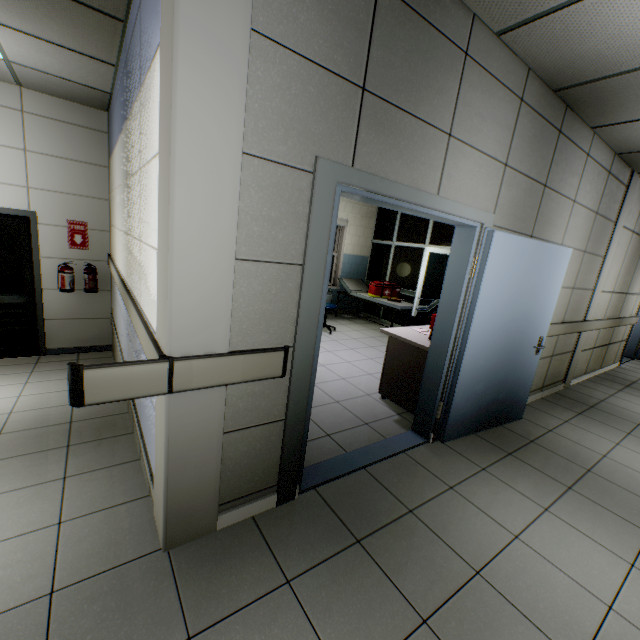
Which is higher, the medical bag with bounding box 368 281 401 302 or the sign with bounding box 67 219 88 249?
the sign with bounding box 67 219 88 249

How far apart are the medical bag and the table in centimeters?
223cm

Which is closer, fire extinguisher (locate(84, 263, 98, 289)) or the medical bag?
fire extinguisher (locate(84, 263, 98, 289))

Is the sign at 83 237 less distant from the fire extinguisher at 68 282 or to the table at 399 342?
the fire extinguisher at 68 282

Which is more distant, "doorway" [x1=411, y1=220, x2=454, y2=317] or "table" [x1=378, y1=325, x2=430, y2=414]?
"doorway" [x1=411, y1=220, x2=454, y2=317]

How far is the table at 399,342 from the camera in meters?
3.5

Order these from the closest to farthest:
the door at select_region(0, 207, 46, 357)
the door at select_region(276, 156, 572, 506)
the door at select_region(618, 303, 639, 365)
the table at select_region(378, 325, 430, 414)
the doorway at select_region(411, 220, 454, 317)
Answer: the door at select_region(276, 156, 572, 506) < the table at select_region(378, 325, 430, 414) < the door at select_region(0, 207, 46, 357) < the doorway at select_region(411, 220, 454, 317) < the door at select_region(618, 303, 639, 365)

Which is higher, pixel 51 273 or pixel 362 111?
pixel 362 111
